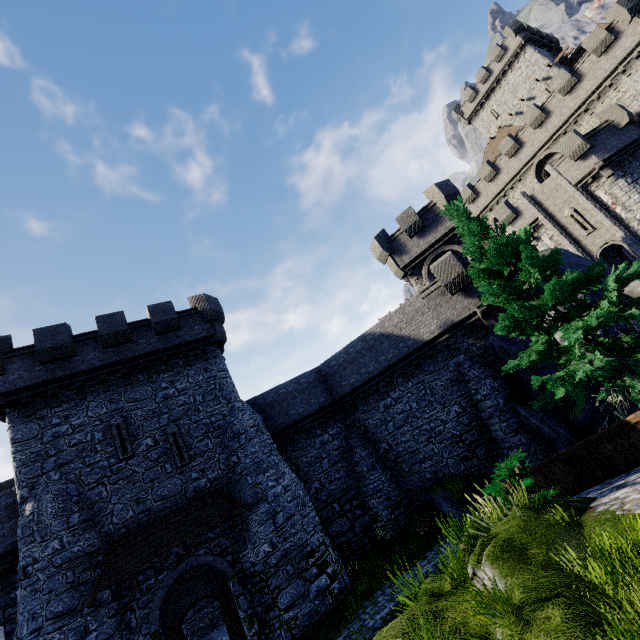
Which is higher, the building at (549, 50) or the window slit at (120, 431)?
the building at (549, 50)

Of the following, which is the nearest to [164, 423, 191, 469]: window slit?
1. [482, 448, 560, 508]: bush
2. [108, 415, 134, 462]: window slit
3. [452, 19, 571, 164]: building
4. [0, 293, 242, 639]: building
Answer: [0, 293, 242, 639]: building

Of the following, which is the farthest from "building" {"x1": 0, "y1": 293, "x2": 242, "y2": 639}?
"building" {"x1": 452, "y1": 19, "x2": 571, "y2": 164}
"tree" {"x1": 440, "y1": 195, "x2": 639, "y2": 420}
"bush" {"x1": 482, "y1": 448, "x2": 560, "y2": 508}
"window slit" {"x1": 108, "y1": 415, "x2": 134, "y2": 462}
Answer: "building" {"x1": 452, "y1": 19, "x2": 571, "y2": 164}

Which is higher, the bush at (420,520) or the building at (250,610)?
the building at (250,610)

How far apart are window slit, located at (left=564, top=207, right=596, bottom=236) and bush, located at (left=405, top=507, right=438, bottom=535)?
25.5 meters

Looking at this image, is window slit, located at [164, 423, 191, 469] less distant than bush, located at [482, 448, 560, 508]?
No

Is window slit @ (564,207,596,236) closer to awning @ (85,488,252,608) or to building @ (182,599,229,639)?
building @ (182,599,229,639)

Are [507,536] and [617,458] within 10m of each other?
yes
